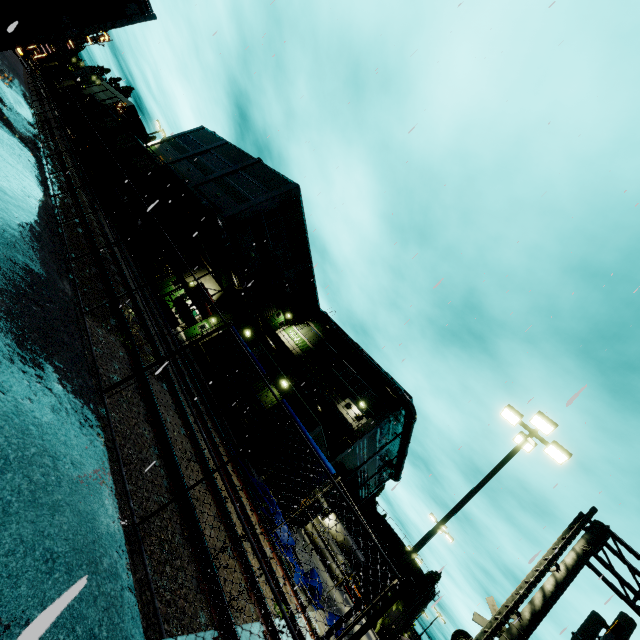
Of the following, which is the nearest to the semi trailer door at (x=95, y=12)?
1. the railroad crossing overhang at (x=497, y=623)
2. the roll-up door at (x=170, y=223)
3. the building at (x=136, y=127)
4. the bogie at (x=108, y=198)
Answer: the building at (x=136, y=127)

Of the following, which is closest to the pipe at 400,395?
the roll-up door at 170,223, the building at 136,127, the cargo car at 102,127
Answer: the building at 136,127

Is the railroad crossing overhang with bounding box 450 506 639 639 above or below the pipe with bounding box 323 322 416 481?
below

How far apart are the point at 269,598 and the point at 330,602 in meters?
20.1

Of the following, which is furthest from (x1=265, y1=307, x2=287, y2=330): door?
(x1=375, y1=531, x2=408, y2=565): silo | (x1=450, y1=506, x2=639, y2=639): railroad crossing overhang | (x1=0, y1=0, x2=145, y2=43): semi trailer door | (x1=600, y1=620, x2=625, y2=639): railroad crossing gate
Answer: (x1=0, y1=0, x2=145, y2=43): semi trailer door

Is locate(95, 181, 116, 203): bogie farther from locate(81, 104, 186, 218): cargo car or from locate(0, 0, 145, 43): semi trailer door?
locate(0, 0, 145, 43): semi trailer door

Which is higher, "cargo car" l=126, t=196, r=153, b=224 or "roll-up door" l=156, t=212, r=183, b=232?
"roll-up door" l=156, t=212, r=183, b=232

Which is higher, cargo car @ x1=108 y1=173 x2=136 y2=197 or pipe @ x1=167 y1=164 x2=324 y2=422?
pipe @ x1=167 y1=164 x2=324 y2=422
